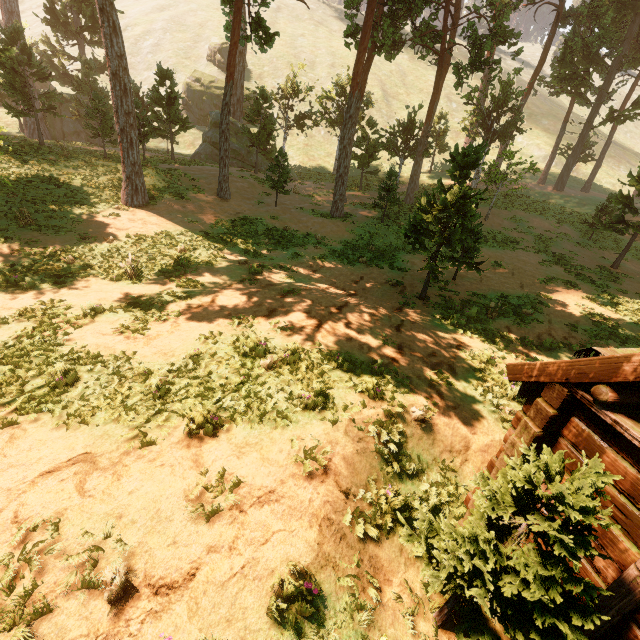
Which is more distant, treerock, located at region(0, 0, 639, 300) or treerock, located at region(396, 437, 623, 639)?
treerock, located at region(0, 0, 639, 300)

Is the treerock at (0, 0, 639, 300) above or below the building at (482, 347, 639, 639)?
above

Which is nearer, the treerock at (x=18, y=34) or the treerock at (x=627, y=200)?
the treerock at (x=18, y=34)

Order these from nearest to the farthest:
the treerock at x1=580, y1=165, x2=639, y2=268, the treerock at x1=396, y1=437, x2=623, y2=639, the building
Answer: the treerock at x1=396, y1=437, x2=623, y2=639 < the building < the treerock at x1=580, y1=165, x2=639, y2=268

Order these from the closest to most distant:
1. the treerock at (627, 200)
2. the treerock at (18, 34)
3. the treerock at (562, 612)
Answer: the treerock at (562, 612) < the treerock at (18, 34) < the treerock at (627, 200)

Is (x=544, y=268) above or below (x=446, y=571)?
below

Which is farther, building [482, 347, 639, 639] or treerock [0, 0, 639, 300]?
treerock [0, 0, 639, 300]
